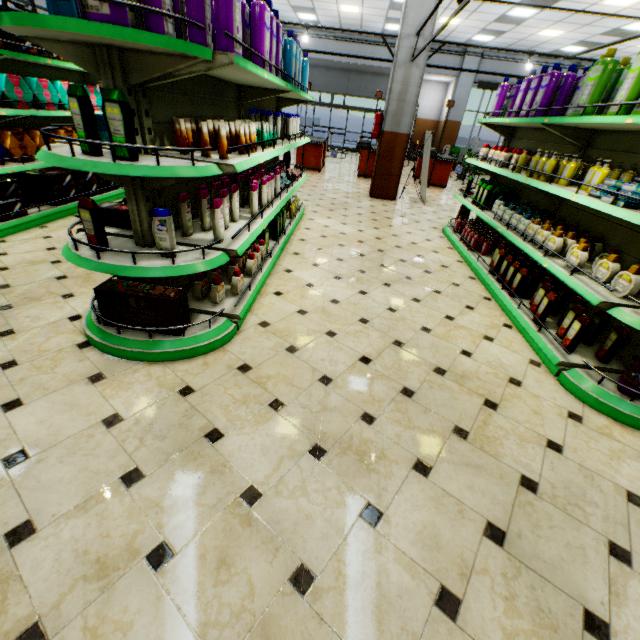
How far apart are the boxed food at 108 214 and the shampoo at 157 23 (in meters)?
1.16

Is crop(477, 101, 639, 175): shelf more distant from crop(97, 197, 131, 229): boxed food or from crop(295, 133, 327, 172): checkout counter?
crop(295, 133, 327, 172): checkout counter

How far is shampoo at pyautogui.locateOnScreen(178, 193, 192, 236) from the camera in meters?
2.4

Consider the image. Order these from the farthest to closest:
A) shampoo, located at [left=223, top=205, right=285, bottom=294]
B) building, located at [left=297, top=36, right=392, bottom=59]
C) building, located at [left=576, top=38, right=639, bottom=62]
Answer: building, located at [left=297, top=36, right=392, bottom=59], building, located at [left=576, top=38, right=639, bottom=62], shampoo, located at [left=223, top=205, right=285, bottom=294]

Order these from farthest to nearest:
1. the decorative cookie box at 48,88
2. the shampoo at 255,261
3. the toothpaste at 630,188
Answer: the decorative cookie box at 48,88 < the shampoo at 255,261 < the toothpaste at 630,188

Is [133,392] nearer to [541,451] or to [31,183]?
[541,451]

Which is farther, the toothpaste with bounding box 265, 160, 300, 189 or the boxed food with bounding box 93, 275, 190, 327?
the toothpaste with bounding box 265, 160, 300, 189

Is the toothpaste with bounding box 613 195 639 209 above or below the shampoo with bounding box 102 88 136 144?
below
